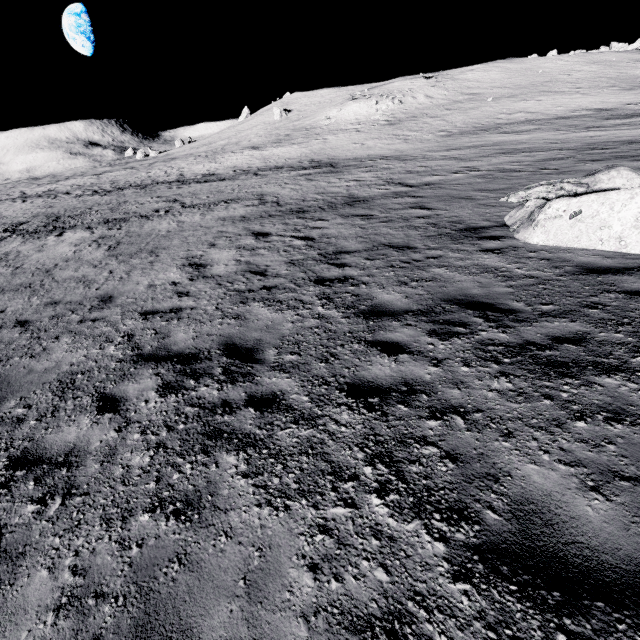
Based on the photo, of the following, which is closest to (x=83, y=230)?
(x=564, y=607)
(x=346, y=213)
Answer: (x=346, y=213)
